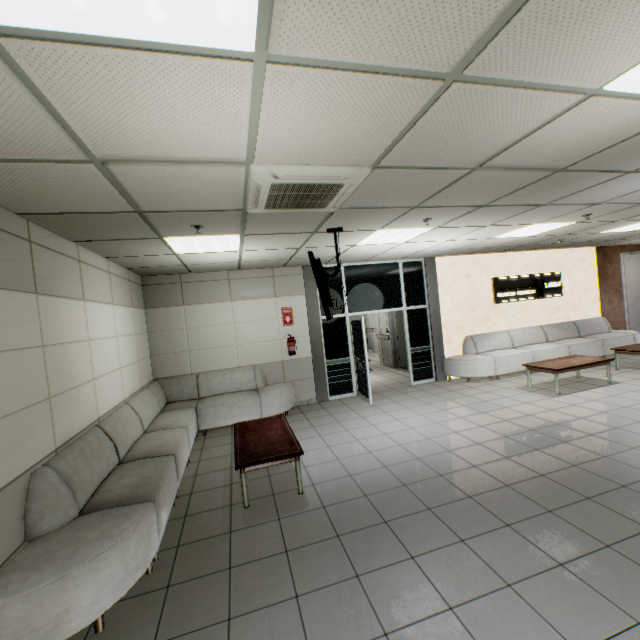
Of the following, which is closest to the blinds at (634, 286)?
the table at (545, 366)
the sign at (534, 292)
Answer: the sign at (534, 292)

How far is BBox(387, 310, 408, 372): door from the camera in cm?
1080

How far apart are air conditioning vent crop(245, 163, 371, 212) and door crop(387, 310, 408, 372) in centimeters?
633cm

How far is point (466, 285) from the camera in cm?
877

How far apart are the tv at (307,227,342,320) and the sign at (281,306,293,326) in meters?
2.3 m

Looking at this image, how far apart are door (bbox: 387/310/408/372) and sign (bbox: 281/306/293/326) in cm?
377

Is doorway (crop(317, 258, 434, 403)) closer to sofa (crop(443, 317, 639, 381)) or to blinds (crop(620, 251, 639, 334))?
sofa (crop(443, 317, 639, 381))

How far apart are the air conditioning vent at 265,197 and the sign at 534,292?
7.1m
